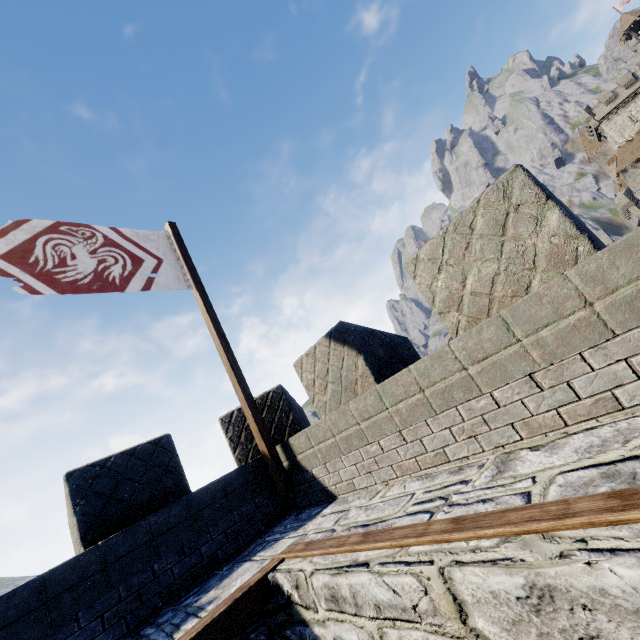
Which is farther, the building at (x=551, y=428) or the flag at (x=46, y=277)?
the flag at (x=46, y=277)

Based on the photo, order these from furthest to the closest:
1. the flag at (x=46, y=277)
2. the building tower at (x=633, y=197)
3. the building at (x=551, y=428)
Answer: the building tower at (x=633, y=197), the flag at (x=46, y=277), the building at (x=551, y=428)

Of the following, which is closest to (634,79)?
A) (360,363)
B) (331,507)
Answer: (360,363)

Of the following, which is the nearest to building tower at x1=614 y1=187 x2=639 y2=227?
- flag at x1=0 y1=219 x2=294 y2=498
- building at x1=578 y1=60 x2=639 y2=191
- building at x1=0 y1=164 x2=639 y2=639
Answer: building at x1=578 y1=60 x2=639 y2=191

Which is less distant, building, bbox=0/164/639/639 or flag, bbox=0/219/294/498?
building, bbox=0/164/639/639

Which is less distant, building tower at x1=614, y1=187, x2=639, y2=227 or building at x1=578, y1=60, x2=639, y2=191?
building tower at x1=614, y1=187, x2=639, y2=227

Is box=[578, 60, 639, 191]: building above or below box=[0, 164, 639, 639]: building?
above
